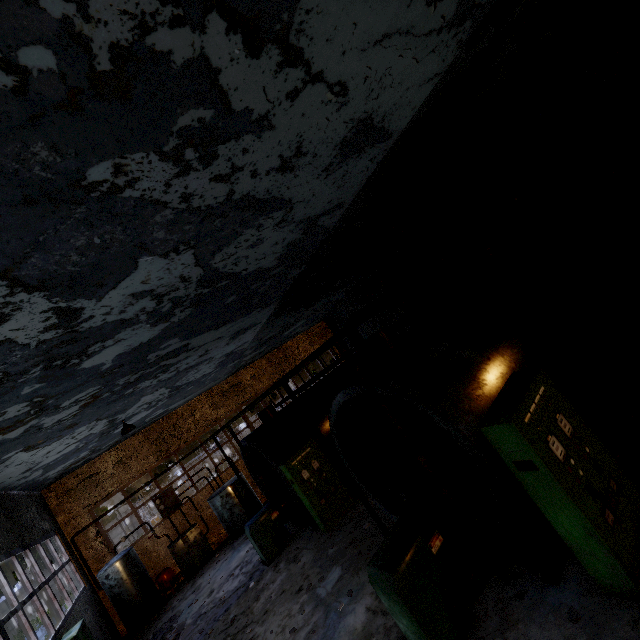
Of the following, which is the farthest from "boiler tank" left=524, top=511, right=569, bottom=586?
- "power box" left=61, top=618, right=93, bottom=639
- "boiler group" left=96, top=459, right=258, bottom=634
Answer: "boiler group" left=96, top=459, right=258, bottom=634

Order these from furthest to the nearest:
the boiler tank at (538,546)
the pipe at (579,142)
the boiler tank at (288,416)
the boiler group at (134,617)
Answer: the boiler group at (134,617)
the boiler tank at (288,416)
the boiler tank at (538,546)
the pipe at (579,142)

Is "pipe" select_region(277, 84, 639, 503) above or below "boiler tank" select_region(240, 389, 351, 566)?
above

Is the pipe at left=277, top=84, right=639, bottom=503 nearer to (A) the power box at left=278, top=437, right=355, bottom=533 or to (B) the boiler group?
(A) the power box at left=278, top=437, right=355, bottom=533

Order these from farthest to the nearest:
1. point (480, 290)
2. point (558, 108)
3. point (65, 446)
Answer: point (558, 108), point (65, 446), point (480, 290)

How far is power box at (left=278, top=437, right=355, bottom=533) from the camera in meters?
9.9

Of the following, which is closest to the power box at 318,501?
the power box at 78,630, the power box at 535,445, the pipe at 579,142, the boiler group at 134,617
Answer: the power box at 78,630

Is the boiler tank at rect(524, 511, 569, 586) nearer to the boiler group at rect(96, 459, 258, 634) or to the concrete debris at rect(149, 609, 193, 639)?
the concrete debris at rect(149, 609, 193, 639)
